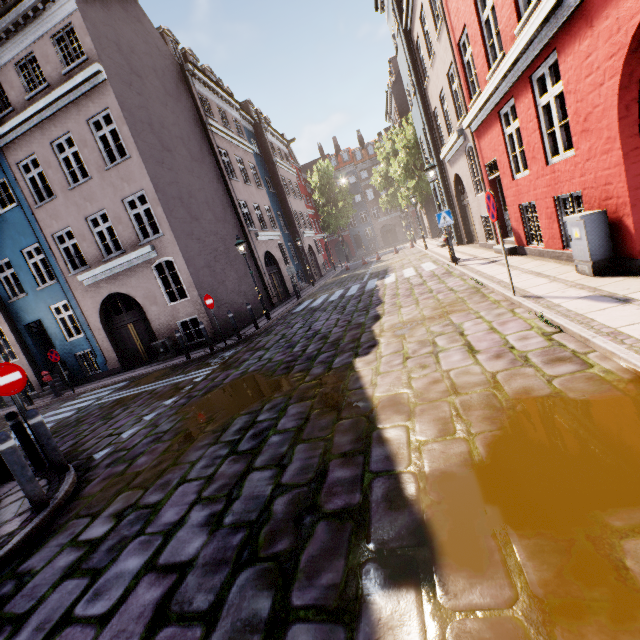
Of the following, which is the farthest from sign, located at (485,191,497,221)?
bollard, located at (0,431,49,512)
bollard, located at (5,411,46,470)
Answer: bollard, located at (5,411,46,470)

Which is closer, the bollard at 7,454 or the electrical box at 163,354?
the bollard at 7,454

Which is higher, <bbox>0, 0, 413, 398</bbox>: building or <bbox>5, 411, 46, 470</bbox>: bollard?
<bbox>0, 0, 413, 398</bbox>: building

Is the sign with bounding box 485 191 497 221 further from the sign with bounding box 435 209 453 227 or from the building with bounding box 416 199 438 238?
the sign with bounding box 435 209 453 227

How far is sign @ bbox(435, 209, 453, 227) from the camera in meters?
10.9 m

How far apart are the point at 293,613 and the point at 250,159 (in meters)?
24.50

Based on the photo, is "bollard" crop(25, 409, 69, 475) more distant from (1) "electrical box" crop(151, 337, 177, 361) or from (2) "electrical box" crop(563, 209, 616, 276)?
(2) "electrical box" crop(563, 209, 616, 276)

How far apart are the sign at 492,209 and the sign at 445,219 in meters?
5.4
